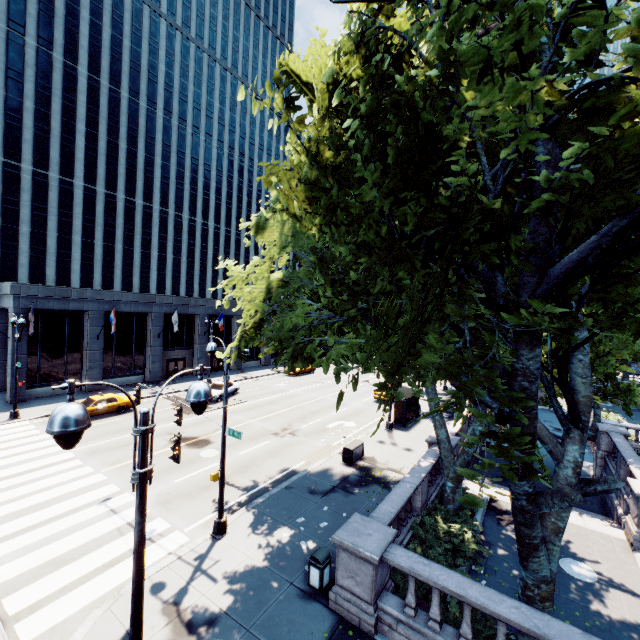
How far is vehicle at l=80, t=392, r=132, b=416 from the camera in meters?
23.8

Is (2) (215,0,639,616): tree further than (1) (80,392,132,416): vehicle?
No

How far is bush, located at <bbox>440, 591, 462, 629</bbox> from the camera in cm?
866

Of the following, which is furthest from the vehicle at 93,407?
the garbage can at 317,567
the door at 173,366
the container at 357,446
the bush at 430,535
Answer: the bush at 430,535

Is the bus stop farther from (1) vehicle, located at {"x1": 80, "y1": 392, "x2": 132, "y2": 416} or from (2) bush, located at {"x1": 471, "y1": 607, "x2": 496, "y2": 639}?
(1) vehicle, located at {"x1": 80, "y1": 392, "x2": 132, "y2": 416}

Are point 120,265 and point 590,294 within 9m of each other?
no

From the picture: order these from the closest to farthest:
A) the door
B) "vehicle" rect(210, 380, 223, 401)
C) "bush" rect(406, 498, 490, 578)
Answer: "bush" rect(406, 498, 490, 578) → "vehicle" rect(210, 380, 223, 401) → the door

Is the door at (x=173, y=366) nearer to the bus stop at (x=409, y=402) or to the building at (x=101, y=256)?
the building at (x=101, y=256)
